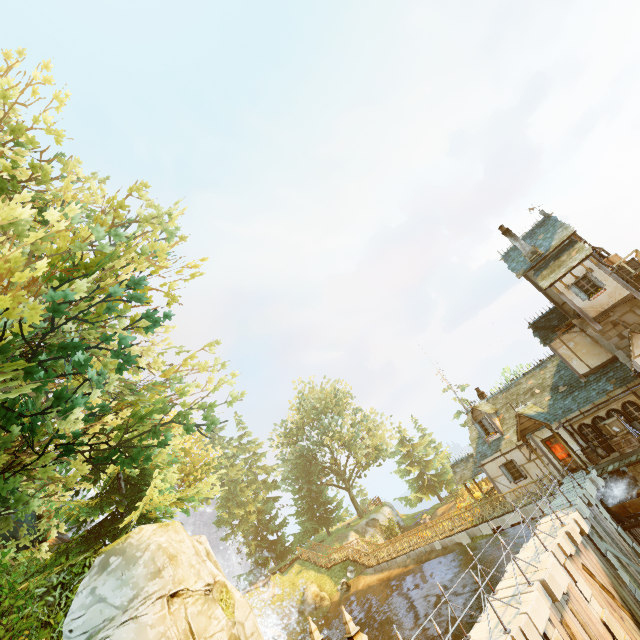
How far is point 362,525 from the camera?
36.8 meters

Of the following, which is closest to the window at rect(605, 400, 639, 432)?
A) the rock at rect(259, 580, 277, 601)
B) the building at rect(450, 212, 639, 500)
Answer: the building at rect(450, 212, 639, 500)

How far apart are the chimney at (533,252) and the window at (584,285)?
3.32m

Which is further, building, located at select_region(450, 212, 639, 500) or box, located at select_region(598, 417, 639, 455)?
building, located at select_region(450, 212, 639, 500)

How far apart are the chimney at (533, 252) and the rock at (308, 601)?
31.6 meters

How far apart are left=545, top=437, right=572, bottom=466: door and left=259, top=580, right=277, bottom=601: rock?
28.2m

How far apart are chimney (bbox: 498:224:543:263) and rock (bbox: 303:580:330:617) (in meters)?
31.60

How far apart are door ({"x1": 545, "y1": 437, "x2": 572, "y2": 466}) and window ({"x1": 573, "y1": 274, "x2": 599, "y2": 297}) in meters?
8.6
